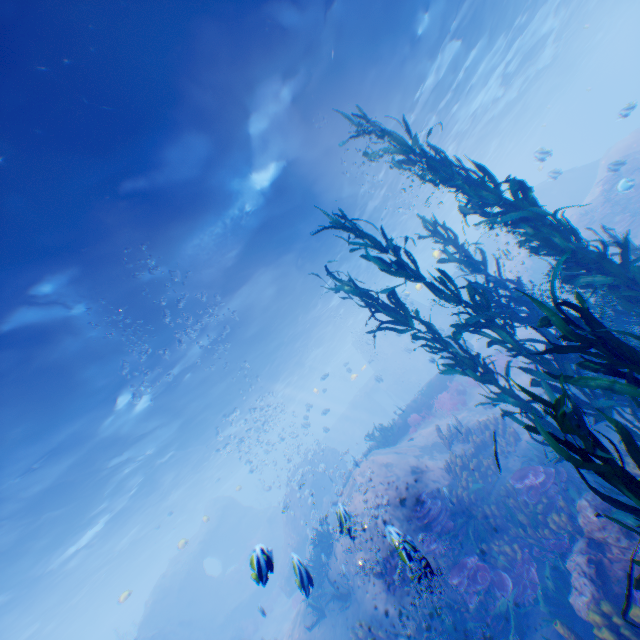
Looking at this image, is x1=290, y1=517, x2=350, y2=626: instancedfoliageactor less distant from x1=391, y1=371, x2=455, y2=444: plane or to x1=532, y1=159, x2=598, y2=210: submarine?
x1=532, y1=159, x2=598, y2=210: submarine

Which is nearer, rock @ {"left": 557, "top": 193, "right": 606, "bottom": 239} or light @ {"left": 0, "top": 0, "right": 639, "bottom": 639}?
light @ {"left": 0, "top": 0, "right": 639, "bottom": 639}

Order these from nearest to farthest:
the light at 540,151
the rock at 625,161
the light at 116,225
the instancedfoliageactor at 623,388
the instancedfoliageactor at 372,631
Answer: the instancedfoliageactor at 623,388 → the light at 116,225 → the instancedfoliageactor at 372,631 → the rock at 625,161 → the light at 540,151

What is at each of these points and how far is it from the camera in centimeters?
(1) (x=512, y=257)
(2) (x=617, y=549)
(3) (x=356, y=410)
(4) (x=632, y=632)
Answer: (1) rock, 2458cm
(2) rock, 550cm
(3) submarine, 4000cm
(4) instancedfoliageactor, 441cm

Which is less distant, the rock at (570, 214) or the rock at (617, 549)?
the rock at (617, 549)

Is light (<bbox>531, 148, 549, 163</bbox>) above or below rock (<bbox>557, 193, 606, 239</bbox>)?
above

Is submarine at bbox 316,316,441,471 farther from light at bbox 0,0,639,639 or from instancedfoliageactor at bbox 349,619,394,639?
instancedfoliageactor at bbox 349,619,394,639
